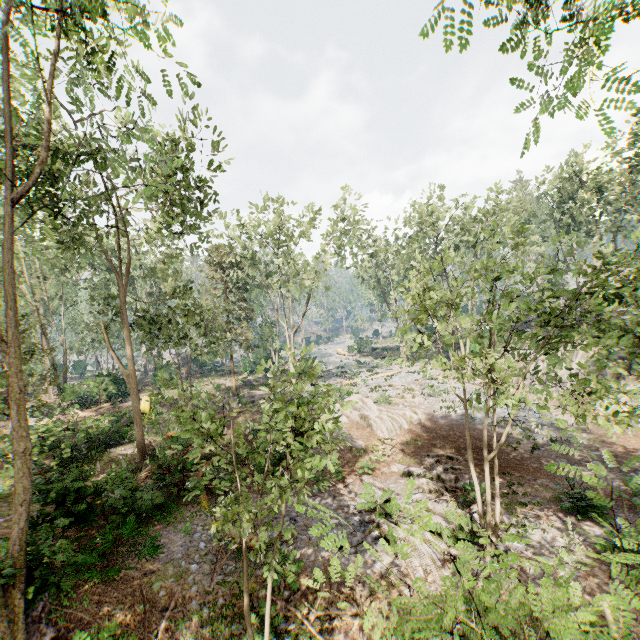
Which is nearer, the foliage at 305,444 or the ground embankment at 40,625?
the foliage at 305,444

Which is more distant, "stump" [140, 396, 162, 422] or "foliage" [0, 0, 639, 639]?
"stump" [140, 396, 162, 422]

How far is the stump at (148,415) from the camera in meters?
23.6

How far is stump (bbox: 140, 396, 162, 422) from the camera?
23.61m

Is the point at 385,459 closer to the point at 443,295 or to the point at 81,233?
the point at 443,295

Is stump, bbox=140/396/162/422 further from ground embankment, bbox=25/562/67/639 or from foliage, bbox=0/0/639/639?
ground embankment, bbox=25/562/67/639

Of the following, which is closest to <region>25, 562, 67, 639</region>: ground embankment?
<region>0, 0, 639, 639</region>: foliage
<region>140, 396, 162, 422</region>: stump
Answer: <region>0, 0, 639, 639</region>: foliage

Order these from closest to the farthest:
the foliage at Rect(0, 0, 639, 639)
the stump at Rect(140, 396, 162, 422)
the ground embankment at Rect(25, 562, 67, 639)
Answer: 1. the foliage at Rect(0, 0, 639, 639)
2. the ground embankment at Rect(25, 562, 67, 639)
3. the stump at Rect(140, 396, 162, 422)
